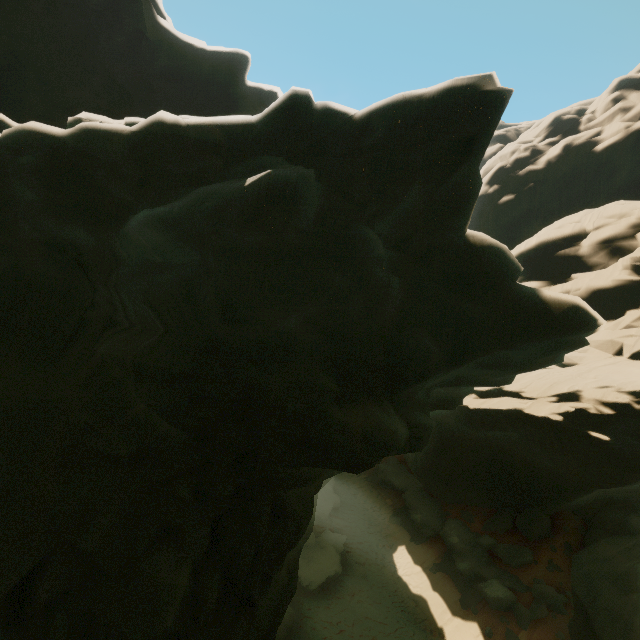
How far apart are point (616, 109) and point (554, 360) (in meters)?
49.66
